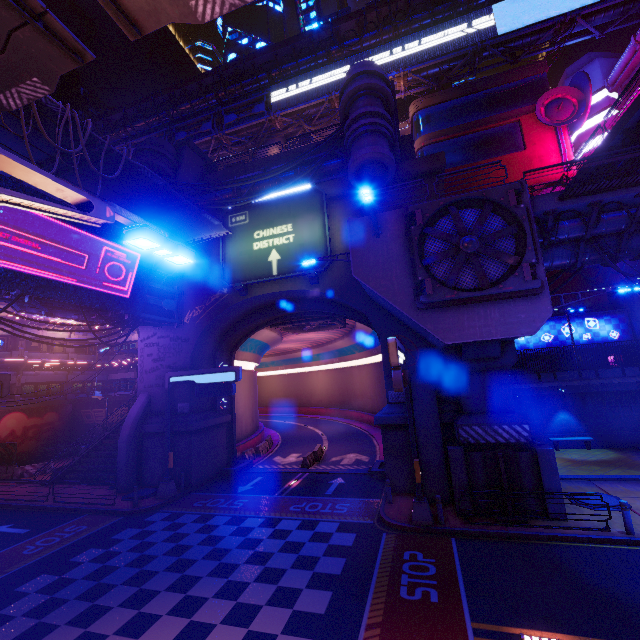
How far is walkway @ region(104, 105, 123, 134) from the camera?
46.9 meters

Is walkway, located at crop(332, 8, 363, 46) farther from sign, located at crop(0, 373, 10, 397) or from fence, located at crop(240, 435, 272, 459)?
fence, located at crop(240, 435, 272, 459)

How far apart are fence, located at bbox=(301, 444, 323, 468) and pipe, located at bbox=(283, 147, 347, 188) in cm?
1895

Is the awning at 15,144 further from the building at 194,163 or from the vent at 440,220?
the vent at 440,220

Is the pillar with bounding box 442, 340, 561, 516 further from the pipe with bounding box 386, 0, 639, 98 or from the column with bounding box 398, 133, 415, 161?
the pipe with bounding box 386, 0, 639, 98

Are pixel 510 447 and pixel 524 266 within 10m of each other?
yes

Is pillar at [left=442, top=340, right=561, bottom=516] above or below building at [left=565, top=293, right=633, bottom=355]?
below

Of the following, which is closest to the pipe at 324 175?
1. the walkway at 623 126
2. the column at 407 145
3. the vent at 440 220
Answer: the column at 407 145
